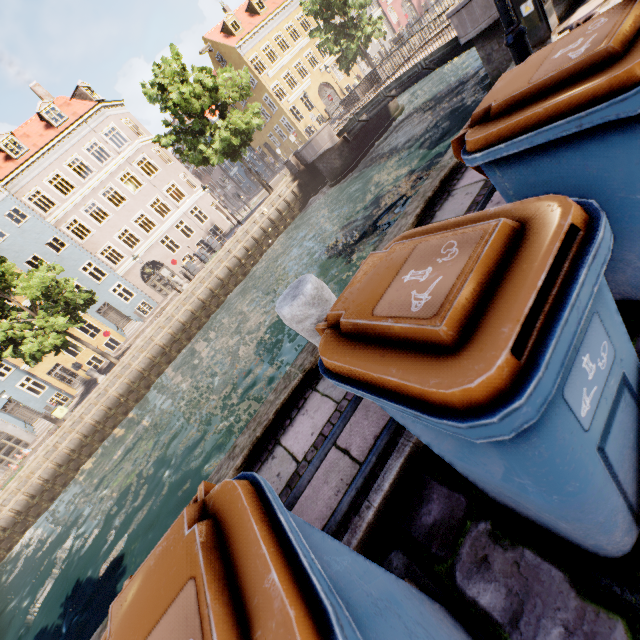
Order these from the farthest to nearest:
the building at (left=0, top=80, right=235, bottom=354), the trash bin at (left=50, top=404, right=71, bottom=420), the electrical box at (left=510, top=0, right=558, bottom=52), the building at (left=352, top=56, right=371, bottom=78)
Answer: the building at (left=352, top=56, right=371, bottom=78), the building at (left=0, top=80, right=235, bottom=354), the trash bin at (left=50, top=404, right=71, bottom=420), the electrical box at (left=510, top=0, right=558, bottom=52)

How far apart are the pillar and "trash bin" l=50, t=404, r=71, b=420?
23.8m

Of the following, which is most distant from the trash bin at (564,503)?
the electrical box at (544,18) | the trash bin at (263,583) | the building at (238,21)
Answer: the building at (238,21)

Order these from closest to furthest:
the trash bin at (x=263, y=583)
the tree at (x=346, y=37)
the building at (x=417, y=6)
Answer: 1. the trash bin at (x=263, y=583)
2. the tree at (x=346, y=37)
3. the building at (x=417, y=6)

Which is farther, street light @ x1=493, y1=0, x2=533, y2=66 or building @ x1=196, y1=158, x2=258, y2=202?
building @ x1=196, y1=158, x2=258, y2=202

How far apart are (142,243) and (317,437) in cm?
3145

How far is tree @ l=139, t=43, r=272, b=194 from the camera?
19.9 meters

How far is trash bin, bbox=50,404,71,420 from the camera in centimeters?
1981cm
